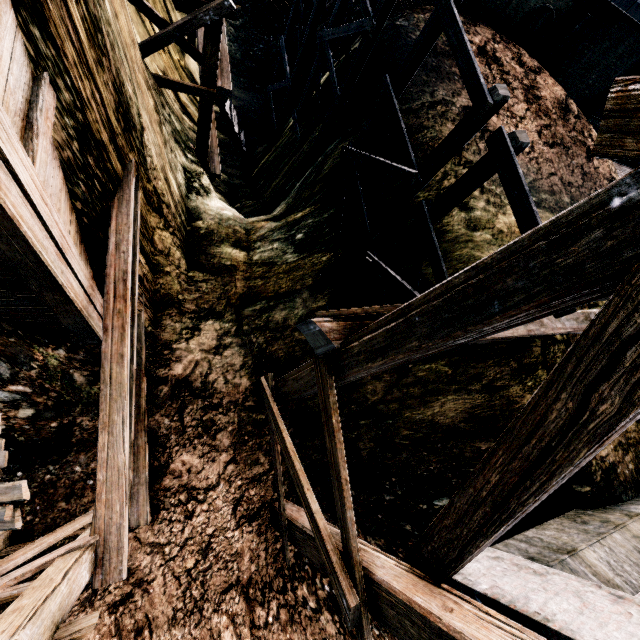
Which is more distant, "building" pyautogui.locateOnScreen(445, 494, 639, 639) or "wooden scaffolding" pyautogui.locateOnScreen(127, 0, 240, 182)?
"wooden scaffolding" pyautogui.locateOnScreen(127, 0, 240, 182)

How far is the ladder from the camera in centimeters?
1353cm

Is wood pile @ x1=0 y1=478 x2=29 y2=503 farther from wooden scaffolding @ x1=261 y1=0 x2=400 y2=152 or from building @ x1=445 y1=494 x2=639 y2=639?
wooden scaffolding @ x1=261 y1=0 x2=400 y2=152

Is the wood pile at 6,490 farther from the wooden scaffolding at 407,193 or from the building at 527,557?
the wooden scaffolding at 407,193

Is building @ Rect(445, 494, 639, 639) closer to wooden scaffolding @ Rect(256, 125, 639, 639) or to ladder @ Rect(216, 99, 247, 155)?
wooden scaffolding @ Rect(256, 125, 639, 639)

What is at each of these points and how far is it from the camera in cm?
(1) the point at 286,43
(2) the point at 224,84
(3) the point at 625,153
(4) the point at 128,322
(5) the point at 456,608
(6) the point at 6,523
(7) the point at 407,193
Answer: (1) wooden scaffolding, 1312
(2) wooden scaffolding, 841
(3) wooden scaffolding, 178
(4) wooden scaffolding, 570
(5) wooden scaffolding, 339
(6) wood pile, 247
(7) wooden scaffolding, 644

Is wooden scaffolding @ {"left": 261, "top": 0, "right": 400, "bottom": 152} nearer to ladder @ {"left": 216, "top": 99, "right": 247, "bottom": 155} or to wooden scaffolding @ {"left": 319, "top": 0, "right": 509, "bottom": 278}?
wooden scaffolding @ {"left": 319, "top": 0, "right": 509, "bottom": 278}

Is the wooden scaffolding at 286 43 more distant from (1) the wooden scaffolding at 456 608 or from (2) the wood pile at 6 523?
(2) the wood pile at 6 523
